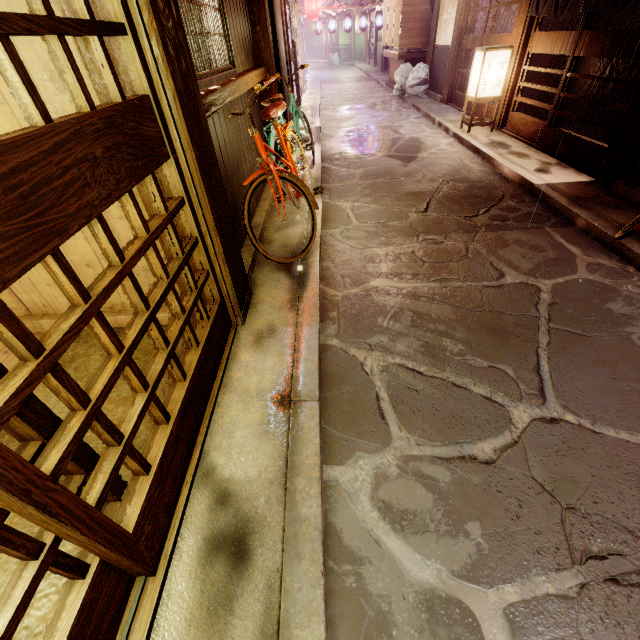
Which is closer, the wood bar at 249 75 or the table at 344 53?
the wood bar at 249 75

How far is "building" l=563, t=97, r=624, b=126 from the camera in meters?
13.0 m

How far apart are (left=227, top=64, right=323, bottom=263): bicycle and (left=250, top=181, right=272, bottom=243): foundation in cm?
10

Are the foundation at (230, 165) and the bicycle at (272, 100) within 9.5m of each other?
yes

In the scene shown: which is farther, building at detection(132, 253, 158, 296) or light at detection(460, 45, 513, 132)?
light at detection(460, 45, 513, 132)

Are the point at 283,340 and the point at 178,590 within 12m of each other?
yes

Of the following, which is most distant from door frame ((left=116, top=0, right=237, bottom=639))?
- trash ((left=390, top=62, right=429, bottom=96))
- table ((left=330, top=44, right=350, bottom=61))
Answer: table ((left=330, top=44, right=350, bottom=61))

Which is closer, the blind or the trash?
the blind
